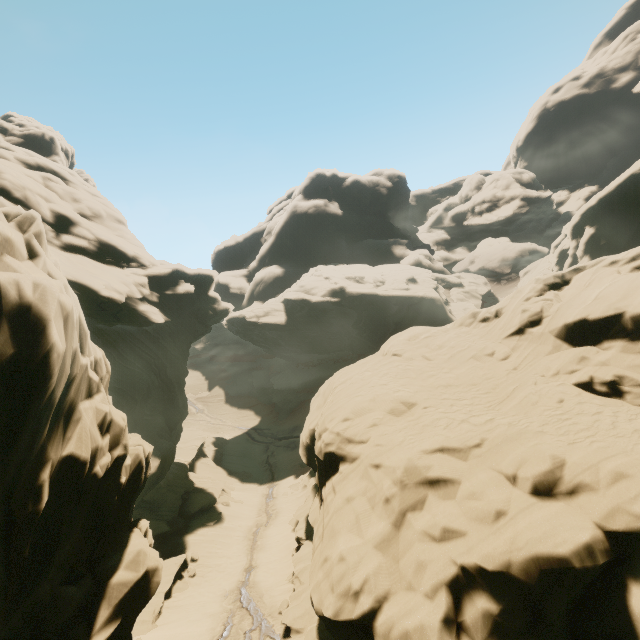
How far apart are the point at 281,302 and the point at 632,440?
44.4m
